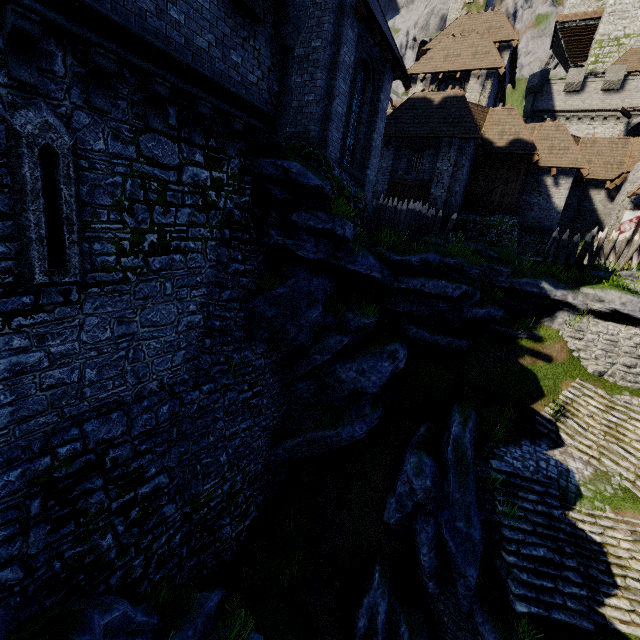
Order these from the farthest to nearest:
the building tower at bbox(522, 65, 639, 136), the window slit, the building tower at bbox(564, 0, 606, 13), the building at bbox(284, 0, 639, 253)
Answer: the building tower at bbox(564, 0, 606, 13), the building tower at bbox(522, 65, 639, 136), the building at bbox(284, 0, 639, 253), the window slit

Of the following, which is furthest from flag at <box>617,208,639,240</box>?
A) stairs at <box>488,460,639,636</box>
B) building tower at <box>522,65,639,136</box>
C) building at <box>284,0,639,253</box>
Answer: stairs at <box>488,460,639,636</box>

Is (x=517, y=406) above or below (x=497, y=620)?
above

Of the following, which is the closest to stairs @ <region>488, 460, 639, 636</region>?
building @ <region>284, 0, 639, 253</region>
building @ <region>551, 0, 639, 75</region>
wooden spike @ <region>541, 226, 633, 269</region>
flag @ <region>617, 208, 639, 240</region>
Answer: wooden spike @ <region>541, 226, 633, 269</region>

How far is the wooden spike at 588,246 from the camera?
16.5m

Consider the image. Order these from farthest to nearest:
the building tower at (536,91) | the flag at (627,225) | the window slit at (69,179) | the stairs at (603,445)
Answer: the building tower at (536,91) → the flag at (627,225) → the stairs at (603,445) → the window slit at (69,179)

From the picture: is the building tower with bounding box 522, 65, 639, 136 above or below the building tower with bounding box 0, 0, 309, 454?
above

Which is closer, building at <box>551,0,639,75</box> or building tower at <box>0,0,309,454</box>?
building tower at <box>0,0,309,454</box>
